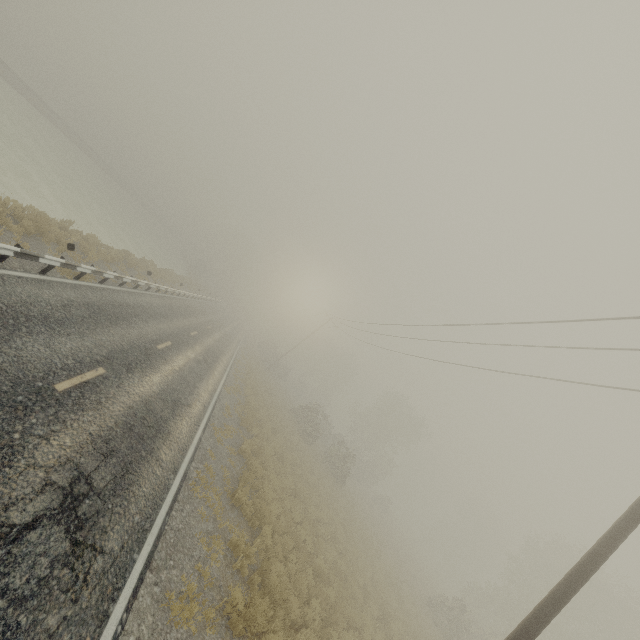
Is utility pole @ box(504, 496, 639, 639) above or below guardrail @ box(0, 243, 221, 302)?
above

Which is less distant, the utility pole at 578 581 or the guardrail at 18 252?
the utility pole at 578 581

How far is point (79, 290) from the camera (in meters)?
11.80

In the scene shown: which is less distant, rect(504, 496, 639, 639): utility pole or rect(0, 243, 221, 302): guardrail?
rect(504, 496, 639, 639): utility pole

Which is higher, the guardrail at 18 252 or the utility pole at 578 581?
the utility pole at 578 581
